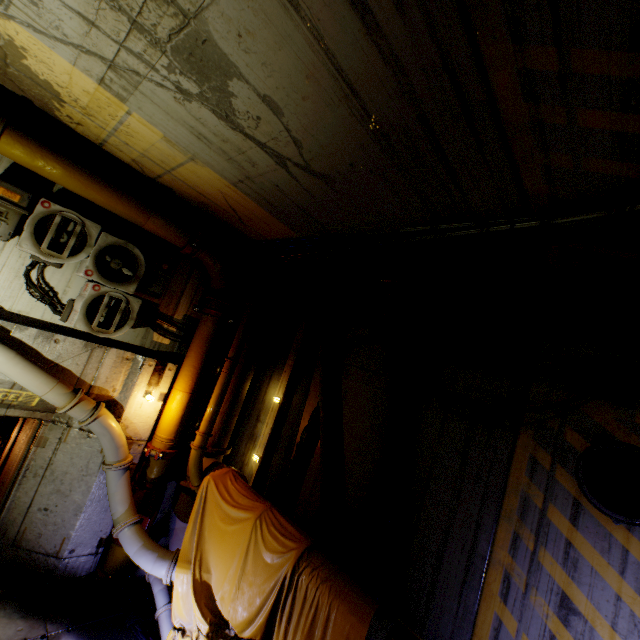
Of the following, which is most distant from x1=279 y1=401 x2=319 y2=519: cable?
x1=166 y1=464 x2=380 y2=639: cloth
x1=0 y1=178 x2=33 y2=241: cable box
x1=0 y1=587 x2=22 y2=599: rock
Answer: x1=0 y1=178 x2=33 y2=241: cable box

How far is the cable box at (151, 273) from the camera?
5.98m

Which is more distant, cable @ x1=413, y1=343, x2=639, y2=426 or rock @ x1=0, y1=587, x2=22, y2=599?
rock @ x1=0, y1=587, x2=22, y2=599

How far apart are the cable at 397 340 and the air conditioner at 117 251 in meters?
3.8

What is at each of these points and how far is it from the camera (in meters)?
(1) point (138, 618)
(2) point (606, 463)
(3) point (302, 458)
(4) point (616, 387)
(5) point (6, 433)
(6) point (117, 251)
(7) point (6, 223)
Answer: (1) cable, 5.24
(2) cable, 3.65
(3) cable, 6.34
(4) cable, 3.73
(5) rock, 9.26
(6) air conditioner, 5.55
(7) cable box, 4.62

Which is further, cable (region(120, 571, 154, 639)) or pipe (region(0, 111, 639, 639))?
cable (region(120, 571, 154, 639))

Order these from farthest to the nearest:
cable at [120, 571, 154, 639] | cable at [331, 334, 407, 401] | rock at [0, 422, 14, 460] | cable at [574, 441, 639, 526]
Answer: Answer: rock at [0, 422, 14, 460], cable at [331, 334, 407, 401], cable at [120, 571, 154, 639], cable at [574, 441, 639, 526]

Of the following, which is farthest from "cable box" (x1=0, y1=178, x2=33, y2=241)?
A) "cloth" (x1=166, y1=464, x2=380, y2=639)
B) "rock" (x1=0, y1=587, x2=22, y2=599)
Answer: "rock" (x1=0, y1=587, x2=22, y2=599)
